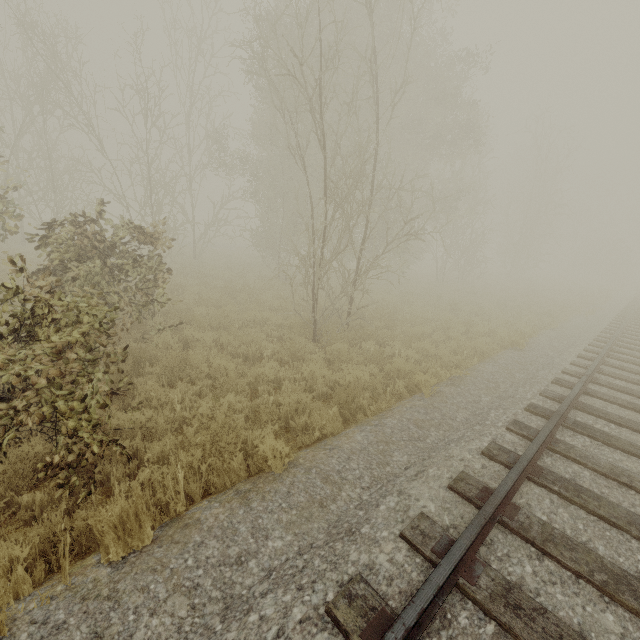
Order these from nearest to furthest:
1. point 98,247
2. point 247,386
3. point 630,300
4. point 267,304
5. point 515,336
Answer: point 247,386
point 98,247
point 515,336
point 267,304
point 630,300
